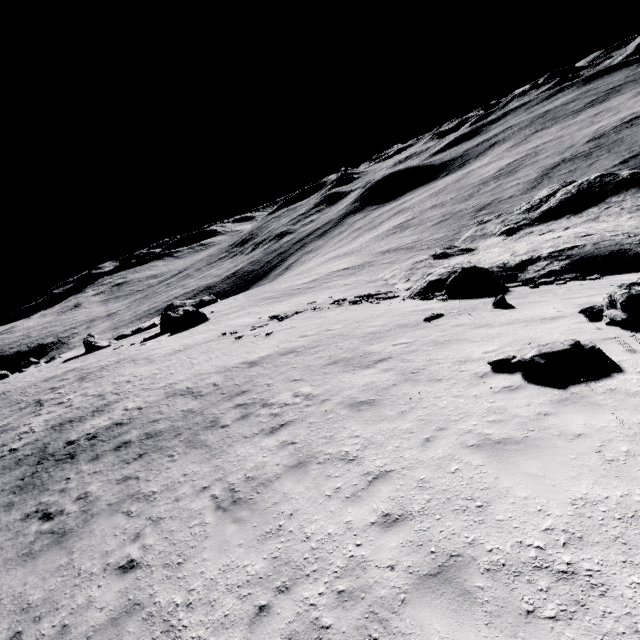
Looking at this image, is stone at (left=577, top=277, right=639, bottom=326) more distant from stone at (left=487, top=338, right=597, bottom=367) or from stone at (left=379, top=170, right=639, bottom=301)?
stone at (left=379, top=170, right=639, bottom=301)

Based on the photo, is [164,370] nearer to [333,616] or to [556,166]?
[333,616]

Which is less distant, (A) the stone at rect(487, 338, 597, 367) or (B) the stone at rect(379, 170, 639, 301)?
(A) the stone at rect(487, 338, 597, 367)

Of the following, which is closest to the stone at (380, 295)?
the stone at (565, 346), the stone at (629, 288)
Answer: the stone at (629, 288)

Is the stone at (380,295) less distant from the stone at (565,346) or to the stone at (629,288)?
the stone at (629,288)

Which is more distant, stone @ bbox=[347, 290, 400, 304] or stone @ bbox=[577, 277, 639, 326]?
stone @ bbox=[347, 290, 400, 304]

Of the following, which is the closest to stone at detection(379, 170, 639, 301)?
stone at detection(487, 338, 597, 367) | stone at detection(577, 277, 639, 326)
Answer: stone at detection(577, 277, 639, 326)

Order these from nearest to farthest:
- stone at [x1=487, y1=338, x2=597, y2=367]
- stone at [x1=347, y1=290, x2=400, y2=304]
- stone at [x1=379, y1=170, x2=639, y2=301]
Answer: stone at [x1=487, y1=338, x2=597, y2=367], stone at [x1=379, y1=170, x2=639, y2=301], stone at [x1=347, y1=290, x2=400, y2=304]
